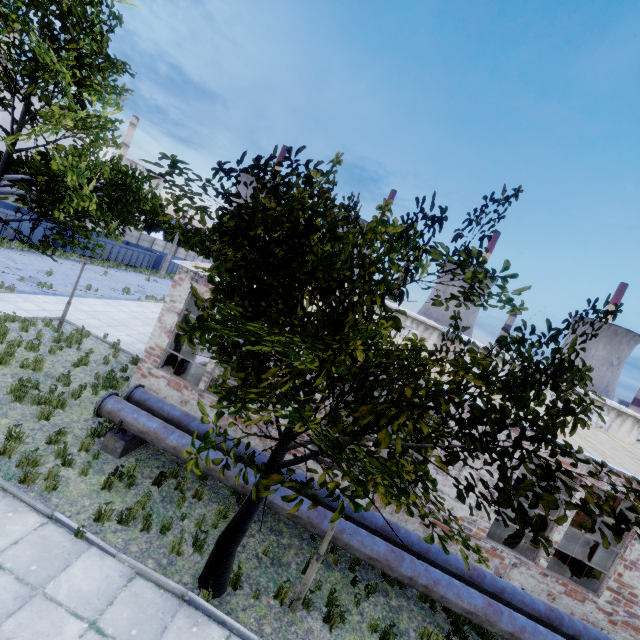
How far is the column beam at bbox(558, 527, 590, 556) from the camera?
12.68m

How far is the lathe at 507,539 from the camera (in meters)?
11.31

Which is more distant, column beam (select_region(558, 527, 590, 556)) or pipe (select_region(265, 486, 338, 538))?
column beam (select_region(558, 527, 590, 556))

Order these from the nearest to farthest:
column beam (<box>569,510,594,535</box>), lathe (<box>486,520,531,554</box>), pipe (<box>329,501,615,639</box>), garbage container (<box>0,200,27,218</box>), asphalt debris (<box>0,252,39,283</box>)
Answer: pipe (<box>329,501,615,639</box>) < lathe (<box>486,520,531,554</box>) < column beam (<box>569,510,594,535</box>) < asphalt debris (<box>0,252,39,283</box>) < garbage container (<box>0,200,27,218</box>)

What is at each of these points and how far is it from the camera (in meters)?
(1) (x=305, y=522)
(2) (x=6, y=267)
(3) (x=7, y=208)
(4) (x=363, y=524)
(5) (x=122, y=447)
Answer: (1) pipe, 7.66
(2) asphalt debris, 18.53
(3) garbage container, 27.06
(4) pipe, 8.49
(5) pipe holder, 8.31

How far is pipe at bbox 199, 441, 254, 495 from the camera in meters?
7.9

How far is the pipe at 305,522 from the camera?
7.6m
